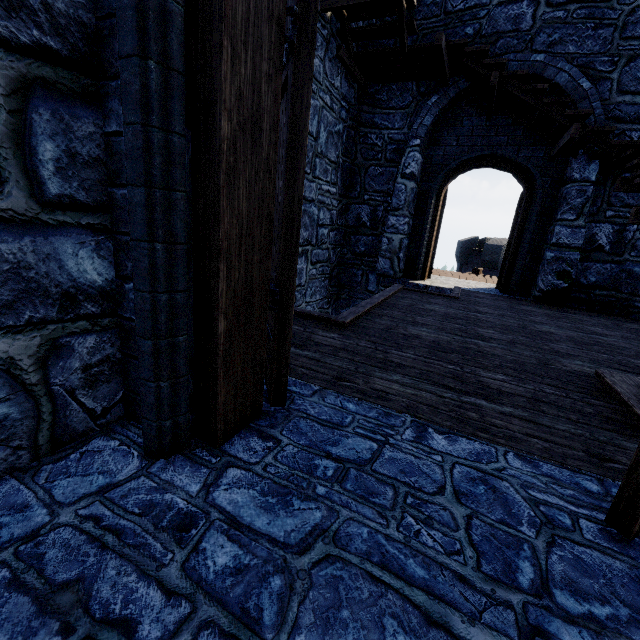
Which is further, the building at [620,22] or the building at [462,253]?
the building at [462,253]

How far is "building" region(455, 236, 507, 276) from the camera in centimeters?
2366cm

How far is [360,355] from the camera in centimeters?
276cm

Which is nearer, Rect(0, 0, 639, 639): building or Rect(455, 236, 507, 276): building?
Rect(0, 0, 639, 639): building

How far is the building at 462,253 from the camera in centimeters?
2366cm
